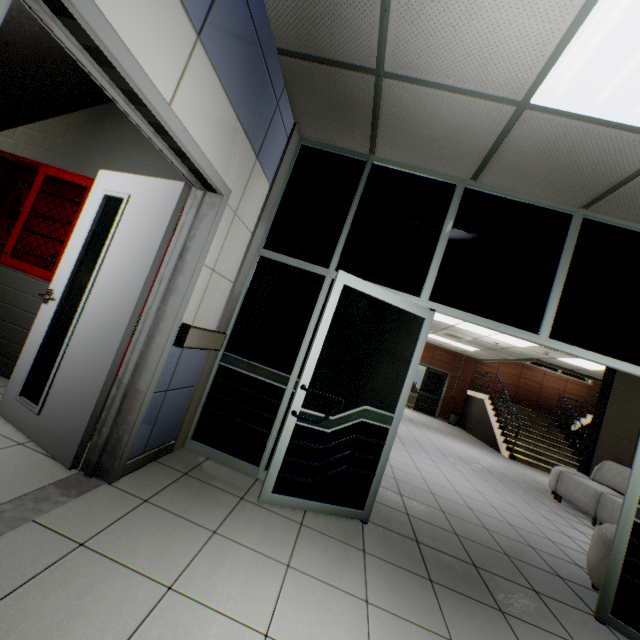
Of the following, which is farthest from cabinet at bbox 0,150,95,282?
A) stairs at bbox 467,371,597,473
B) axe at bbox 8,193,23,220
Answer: stairs at bbox 467,371,597,473

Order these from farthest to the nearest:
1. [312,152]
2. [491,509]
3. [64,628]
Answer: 1. [491,509]
2. [312,152]
3. [64,628]

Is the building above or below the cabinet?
below

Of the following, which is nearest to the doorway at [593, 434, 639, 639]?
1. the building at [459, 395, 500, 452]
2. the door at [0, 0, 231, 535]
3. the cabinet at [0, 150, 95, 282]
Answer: the door at [0, 0, 231, 535]

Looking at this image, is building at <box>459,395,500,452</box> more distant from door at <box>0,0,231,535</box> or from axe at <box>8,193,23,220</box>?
axe at <box>8,193,23,220</box>

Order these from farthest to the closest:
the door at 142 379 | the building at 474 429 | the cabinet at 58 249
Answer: the building at 474 429 < the cabinet at 58 249 < the door at 142 379

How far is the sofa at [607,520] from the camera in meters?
2.8

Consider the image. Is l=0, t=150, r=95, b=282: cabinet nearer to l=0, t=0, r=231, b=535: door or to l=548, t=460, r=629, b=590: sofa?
l=0, t=0, r=231, b=535: door
